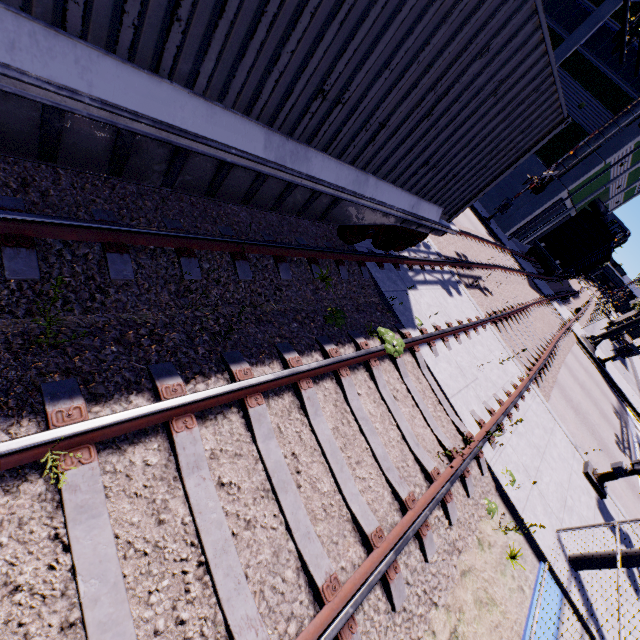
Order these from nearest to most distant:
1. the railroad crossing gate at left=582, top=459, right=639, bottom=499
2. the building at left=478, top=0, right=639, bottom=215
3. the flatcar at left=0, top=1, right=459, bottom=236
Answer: the flatcar at left=0, top=1, right=459, bottom=236, the railroad crossing gate at left=582, top=459, right=639, bottom=499, the building at left=478, top=0, right=639, bottom=215

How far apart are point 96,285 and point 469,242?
16.84m

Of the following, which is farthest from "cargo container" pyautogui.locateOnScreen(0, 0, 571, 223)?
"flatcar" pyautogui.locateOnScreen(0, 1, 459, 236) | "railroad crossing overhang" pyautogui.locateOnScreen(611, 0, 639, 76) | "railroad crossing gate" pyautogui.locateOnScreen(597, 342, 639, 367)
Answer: "railroad crossing gate" pyautogui.locateOnScreen(597, 342, 639, 367)

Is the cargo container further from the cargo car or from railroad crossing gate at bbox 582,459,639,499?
railroad crossing gate at bbox 582,459,639,499

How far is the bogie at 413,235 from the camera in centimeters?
606cm

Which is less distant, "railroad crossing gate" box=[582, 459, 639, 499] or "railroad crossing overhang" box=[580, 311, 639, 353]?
"railroad crossing gate" box=[582, 459, 639, 499]

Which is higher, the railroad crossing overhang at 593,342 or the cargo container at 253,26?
the cargo container at 253,26

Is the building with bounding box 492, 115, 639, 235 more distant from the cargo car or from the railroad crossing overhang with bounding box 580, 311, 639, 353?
the railroad crossing overhang with bounding box 580, 311, 639, 353
